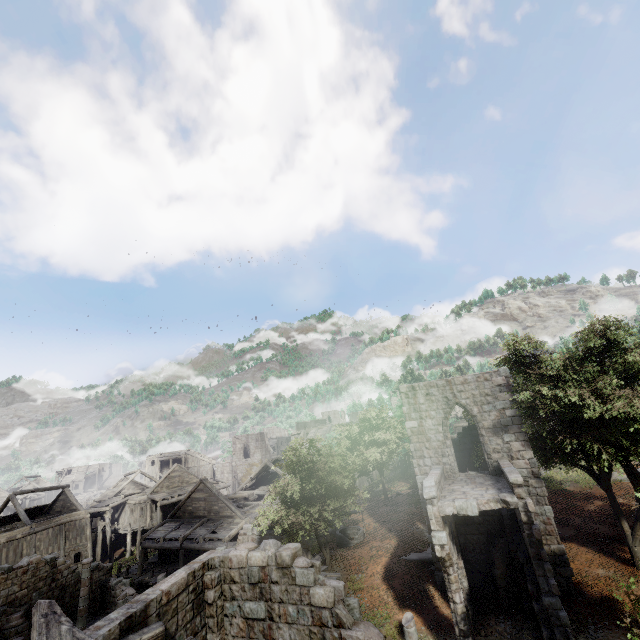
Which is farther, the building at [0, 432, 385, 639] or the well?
the well

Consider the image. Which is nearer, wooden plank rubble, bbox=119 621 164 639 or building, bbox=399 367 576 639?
wooden plank rubble, bbox=119 621 164 639

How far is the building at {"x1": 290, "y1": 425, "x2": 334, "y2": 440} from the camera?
45.5m

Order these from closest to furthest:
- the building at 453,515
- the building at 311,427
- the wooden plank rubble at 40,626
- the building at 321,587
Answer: the wooden plank rubble at 40,626
the building at 321,587
the building at 453,515
the building at 311,427

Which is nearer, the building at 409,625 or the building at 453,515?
the building at 453,515

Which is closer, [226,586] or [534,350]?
[226,586]

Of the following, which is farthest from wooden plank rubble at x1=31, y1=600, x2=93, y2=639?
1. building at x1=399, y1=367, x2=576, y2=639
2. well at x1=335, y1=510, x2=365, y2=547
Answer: well at x1=335, y1=510, x2=365, y2=547

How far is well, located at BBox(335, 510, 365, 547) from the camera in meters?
21.9
